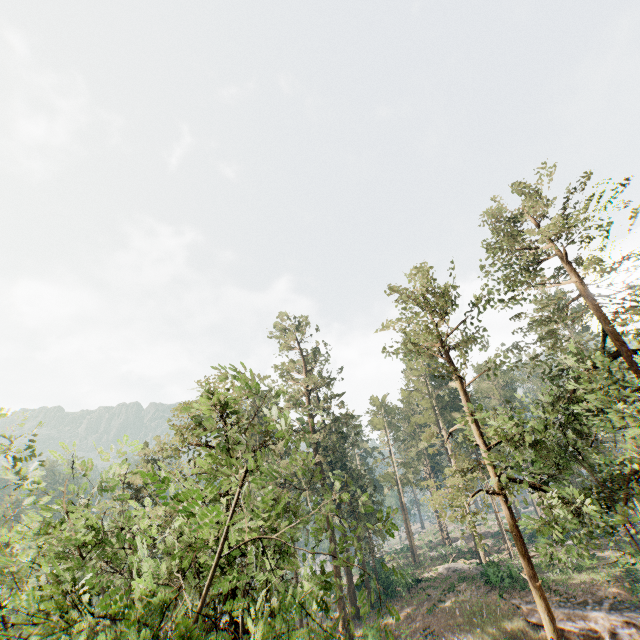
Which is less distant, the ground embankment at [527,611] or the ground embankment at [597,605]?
the ground embankment at [597,605]

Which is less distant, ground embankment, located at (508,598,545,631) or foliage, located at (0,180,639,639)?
foliage, located at (0,180,639,639)

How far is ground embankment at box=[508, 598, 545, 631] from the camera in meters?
26.3

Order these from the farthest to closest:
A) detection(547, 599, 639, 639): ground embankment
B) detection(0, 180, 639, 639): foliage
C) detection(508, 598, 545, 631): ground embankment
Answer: detection(508, 598, 545, 631): ground embankment
detection(547, 599, 639, 639): ground embankment
detection(0, 180, 639, 639): foliage

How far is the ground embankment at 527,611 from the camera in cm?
2628

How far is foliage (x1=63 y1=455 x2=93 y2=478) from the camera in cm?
1007

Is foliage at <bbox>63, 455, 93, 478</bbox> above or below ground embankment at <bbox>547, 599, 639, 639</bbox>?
above

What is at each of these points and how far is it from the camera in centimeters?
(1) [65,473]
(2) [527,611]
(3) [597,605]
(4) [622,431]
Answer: (1) foliage, 1105cm
(2) ground embankment, 2734cm
(3) ground embankment, 2552cm
(4) foliage, 3006cm
